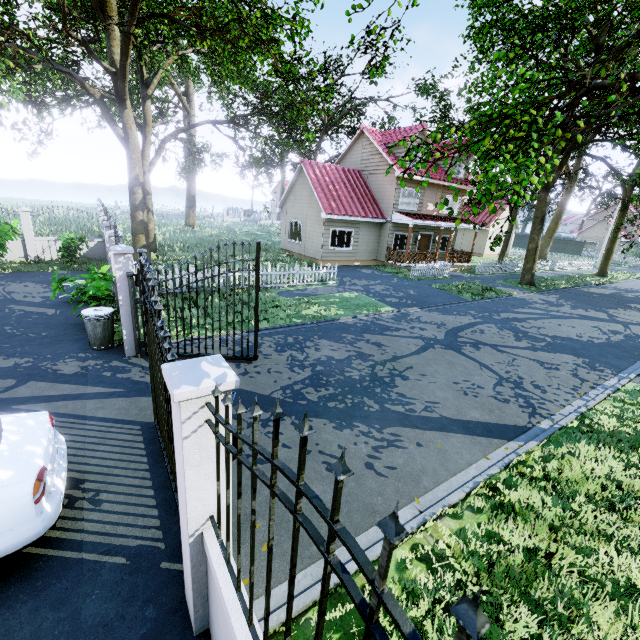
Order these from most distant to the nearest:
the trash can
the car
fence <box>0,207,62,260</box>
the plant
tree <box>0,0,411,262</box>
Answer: fence <box>0,207,62,260</box>, tree <box>0,0,411,262</box>, the plant, the trash can, the car

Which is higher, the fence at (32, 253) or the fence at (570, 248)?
the fence at (570, 248)

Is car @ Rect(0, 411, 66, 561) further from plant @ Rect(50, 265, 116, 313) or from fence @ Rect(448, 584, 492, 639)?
plant @ Rect(50, 265, 116, 313)

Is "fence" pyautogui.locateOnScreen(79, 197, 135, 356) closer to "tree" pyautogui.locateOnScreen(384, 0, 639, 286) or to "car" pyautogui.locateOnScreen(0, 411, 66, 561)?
"tree" pyautogui.locateOnScreen(384, 0, 639, 286)

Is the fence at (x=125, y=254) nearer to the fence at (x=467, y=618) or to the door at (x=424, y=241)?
the fence at (x=467, y=618)

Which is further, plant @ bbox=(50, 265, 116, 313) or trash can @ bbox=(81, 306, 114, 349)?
plant @ bbox=(50, 265, 116, 313)

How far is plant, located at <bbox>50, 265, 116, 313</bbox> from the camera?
8.36m

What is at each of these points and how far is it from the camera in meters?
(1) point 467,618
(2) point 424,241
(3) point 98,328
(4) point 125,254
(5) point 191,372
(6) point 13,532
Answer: (1) fence, 0.6 m
(2) door, 25.2 m
(3) trash can, 7.6 m
(4) fence, 7.0 m
(5) fence, 2.2 m
(6) car, 3.0 m
